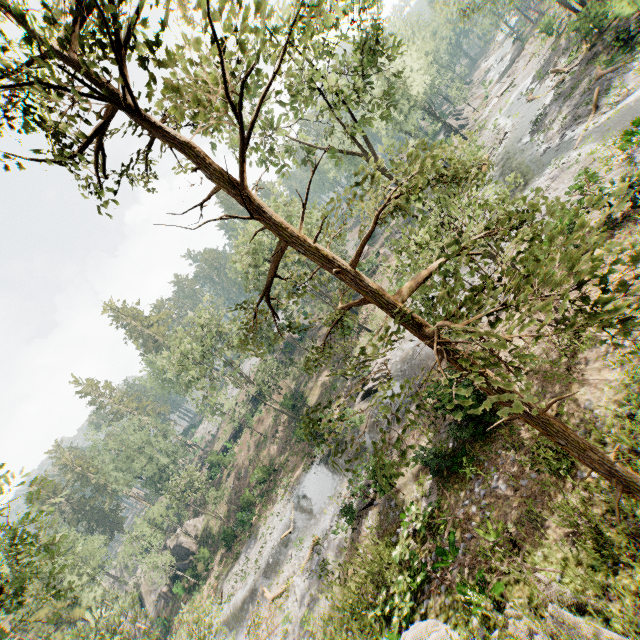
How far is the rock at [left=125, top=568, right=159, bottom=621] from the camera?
46.5 meters

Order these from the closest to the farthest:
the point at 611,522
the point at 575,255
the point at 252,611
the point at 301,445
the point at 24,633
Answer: the point at 575,255 → the point at 611,522 → the point at 252,611 → the point at 301,445 → the point at 24,633

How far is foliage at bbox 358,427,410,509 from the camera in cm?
417

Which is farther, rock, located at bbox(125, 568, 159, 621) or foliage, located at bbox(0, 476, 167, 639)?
rock, located at bbox(125, 568, 159, 621)

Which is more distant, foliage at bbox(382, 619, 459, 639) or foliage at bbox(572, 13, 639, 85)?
foliage at bbox(572, 13, 639, 85)

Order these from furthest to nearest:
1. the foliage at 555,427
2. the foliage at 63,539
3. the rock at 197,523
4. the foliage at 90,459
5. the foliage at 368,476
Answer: the rock at 197,523 < the foliage at 90,459 < the foliage at 63,539 < the foliage at 368,476 < the foliage at 555,427

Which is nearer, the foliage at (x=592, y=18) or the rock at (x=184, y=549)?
the foliage at (x=592, y=18)
